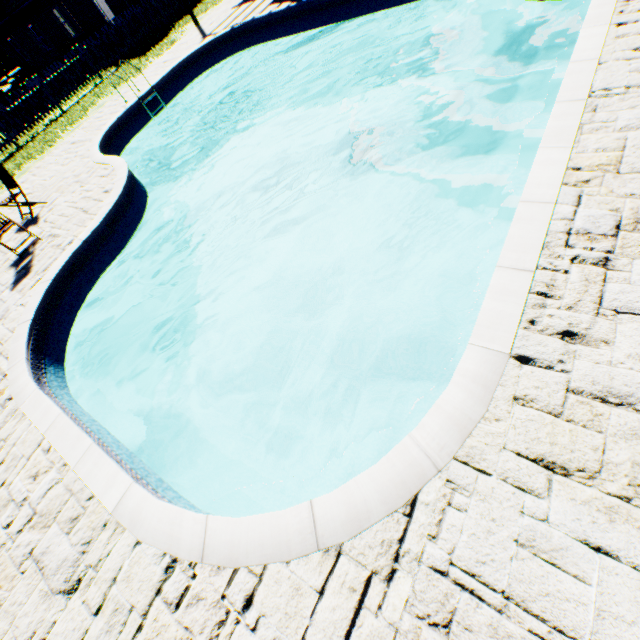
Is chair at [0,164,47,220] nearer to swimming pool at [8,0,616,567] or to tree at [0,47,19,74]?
swimming pool at [8,0,616,567]

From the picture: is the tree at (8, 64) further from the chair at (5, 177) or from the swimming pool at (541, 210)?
the chair at (5, 177)

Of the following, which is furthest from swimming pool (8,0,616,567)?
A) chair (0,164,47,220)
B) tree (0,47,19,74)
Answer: tree (0,47,19,74)

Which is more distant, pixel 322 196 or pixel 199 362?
pixel 322 196

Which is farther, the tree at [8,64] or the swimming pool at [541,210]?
the tree at [8,64]

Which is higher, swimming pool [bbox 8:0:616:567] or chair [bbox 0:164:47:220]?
chair [bbox 0:164:47:220]

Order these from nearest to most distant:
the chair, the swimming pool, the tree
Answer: the swimming pool, the chair, the tree

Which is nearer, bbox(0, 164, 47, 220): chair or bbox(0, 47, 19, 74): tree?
bbox(0, 164, 47, 220): chair
